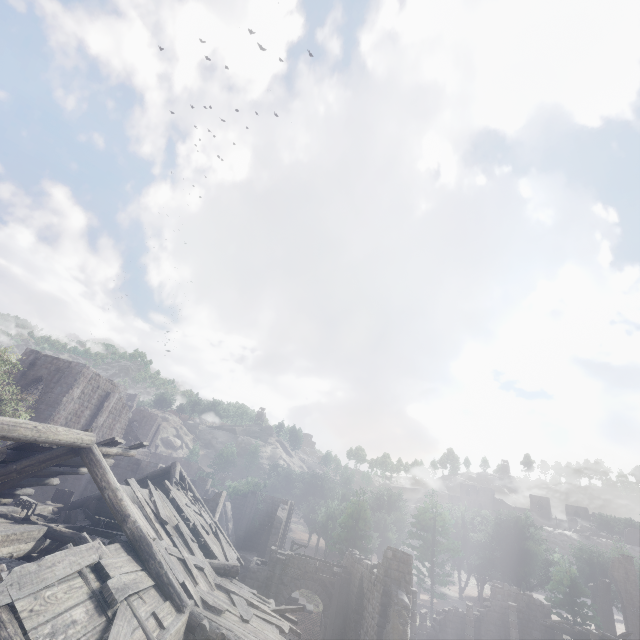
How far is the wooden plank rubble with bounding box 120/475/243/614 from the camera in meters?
8.8

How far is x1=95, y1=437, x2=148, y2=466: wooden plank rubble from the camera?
11.18m

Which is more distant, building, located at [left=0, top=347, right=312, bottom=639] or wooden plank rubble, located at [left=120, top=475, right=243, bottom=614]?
wooden plank rubble, located at [left=120, top=475, right=243, bottom=614]

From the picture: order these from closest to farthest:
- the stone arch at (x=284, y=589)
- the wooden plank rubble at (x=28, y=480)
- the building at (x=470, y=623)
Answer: the wooden plank rubble at (x=28, y=480), the building at (x=470, y=623), the stone arch at (x=284, y=589)

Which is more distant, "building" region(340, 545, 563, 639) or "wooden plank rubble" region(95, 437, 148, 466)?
"building" region(340, 545, 563, 639)

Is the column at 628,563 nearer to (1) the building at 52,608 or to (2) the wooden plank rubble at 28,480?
(1) the building at 52,608

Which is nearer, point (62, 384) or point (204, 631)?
point (204, 631)

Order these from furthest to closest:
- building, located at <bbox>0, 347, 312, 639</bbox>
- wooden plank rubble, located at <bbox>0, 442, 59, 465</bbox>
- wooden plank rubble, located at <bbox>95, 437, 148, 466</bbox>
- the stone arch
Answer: the stone arch
wooden plank rubble, located at <bbox>95, 437, 148, 466</bbox>
wooden plank rubble, located at <bbox>0, 442, 59, 465</bbox>
building, located at <bbox>0, 347, 312, 639</bbox>
